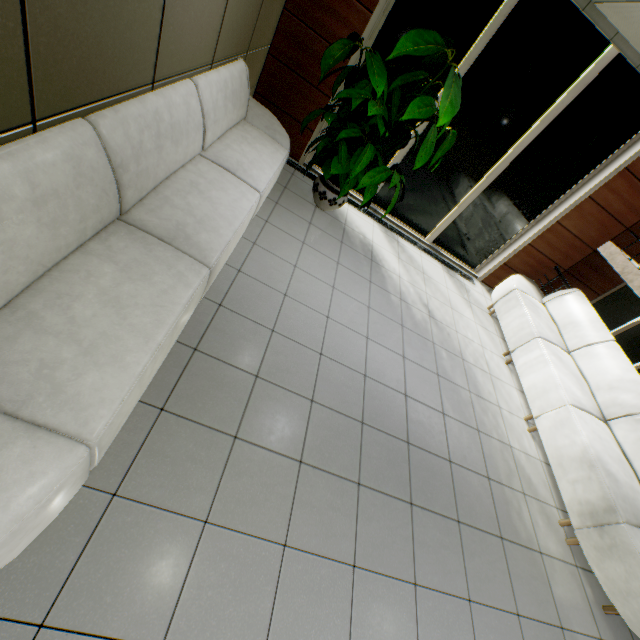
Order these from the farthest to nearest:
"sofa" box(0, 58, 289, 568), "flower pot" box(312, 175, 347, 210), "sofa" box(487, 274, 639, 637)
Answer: "flower pot" box(312, 175, 347, 210), "sofa" box(487, 274, 639, 637), "sofa" box(0, 58, 289, 568)

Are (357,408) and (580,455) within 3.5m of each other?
yes

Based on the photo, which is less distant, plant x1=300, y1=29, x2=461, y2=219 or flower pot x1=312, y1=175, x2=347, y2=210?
plant x1=300, y1=29, x2=461, y2=219

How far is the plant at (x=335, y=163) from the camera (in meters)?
3.17

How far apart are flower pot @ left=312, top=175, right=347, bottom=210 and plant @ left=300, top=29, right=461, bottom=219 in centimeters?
87cm

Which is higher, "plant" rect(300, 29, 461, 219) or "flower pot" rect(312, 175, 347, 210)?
"plant" rect(300, 29, 461, 219)

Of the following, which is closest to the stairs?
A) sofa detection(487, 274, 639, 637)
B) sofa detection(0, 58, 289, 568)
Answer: sofa detection(487, 274, 639, 637)

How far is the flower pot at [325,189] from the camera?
4.33m
